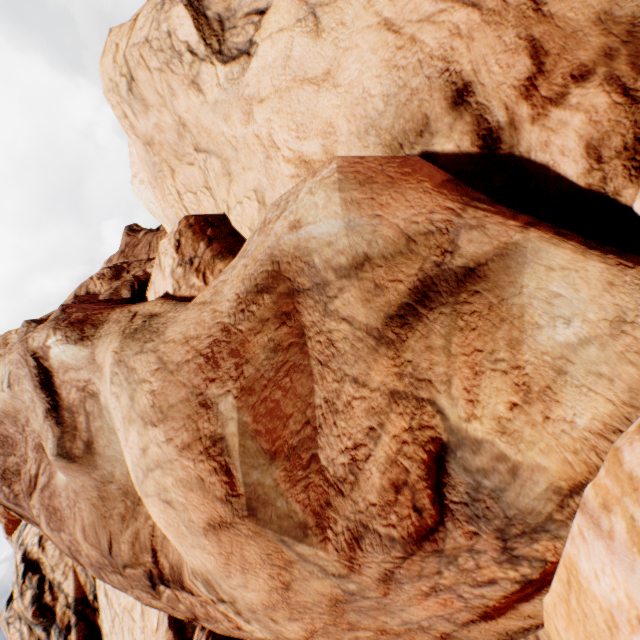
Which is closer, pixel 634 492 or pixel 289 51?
pixel 634 492
